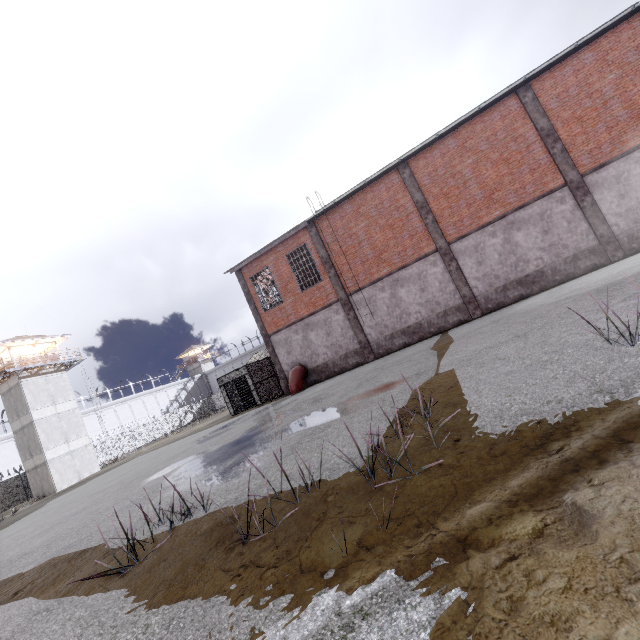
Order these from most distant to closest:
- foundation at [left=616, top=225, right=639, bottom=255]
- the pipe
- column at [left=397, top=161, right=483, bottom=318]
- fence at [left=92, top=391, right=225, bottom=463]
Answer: fence at [left=92, top=391, right=225, bottom=463] < the pipe < column at [left=397, top=161, right=483, bottom=318] < foundation at [left=616, top=225, right=639, bottom=255]

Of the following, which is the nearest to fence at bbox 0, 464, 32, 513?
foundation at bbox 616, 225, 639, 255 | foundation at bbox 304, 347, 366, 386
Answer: foundation at bbox 616, 225, 639, 255

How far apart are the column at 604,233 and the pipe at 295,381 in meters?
15.6 m

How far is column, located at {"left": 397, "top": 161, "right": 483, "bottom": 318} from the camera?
16.2 meters

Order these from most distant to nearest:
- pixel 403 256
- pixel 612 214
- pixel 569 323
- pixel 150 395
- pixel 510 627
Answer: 1. pixel 150 395
2. pixel 403 256
3. pixel 612 214
4. pixel 569 323
5. pixel 510 627

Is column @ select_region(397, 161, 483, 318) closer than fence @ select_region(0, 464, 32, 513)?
Yes

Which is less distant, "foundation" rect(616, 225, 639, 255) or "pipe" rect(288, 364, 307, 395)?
"foundation" rect(616, 225, 639, 255)

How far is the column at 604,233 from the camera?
13.9m
